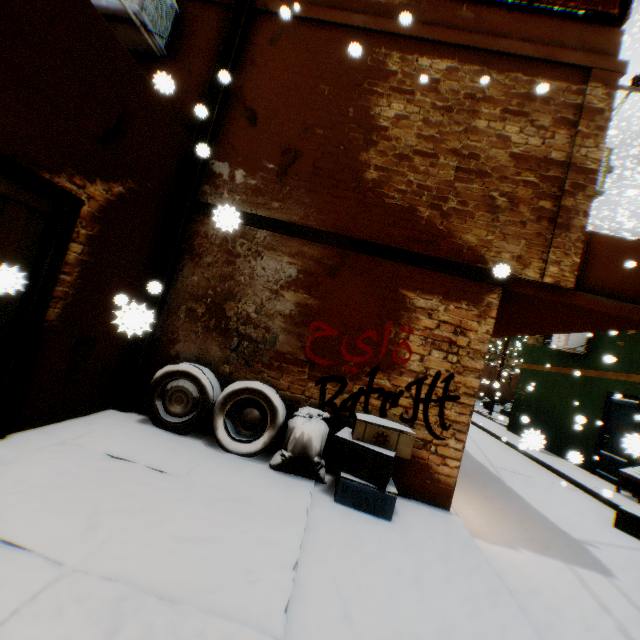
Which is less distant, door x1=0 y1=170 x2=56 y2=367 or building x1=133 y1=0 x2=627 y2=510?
door x1=0 y1=170 x2=56 y2=367

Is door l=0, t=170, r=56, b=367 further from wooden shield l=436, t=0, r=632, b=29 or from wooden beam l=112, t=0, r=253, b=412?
wooden shield l=436, t=0, r=632, b=29

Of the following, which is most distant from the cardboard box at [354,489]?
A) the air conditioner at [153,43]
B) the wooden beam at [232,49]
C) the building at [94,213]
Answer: the air conditioner at [153,43]

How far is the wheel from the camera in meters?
4.2 m

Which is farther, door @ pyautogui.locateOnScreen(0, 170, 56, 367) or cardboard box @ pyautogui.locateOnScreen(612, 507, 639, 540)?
cardboard box @ pyautogui.locateOnScreen(612, 507, 639, 540)

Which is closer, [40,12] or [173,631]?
[173,631]

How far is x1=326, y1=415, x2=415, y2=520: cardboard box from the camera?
3.6m

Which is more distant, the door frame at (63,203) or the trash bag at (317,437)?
the trash bag at (317,437)
